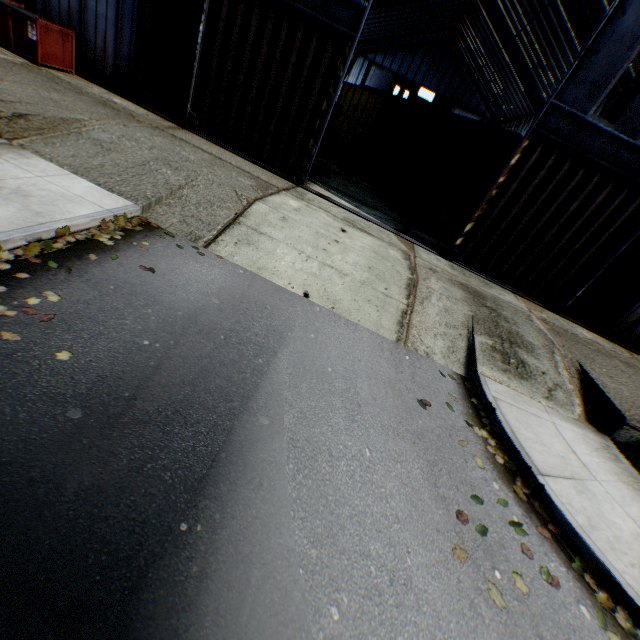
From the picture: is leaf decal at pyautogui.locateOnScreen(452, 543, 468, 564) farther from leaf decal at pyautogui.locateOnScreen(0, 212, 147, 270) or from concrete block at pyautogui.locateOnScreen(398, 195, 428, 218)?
concrete block at pyautogui.locateOnScreen(398, 195, 428, 218)

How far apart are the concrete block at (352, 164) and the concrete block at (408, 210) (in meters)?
4.93

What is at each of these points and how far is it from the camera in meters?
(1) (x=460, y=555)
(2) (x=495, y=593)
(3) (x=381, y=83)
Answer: (1) leaf decal, 3.4 m
(2) leaf decal, 3.2 m
(3) hanging door, 47.4 m

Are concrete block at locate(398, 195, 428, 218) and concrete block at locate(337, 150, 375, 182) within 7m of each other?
yes

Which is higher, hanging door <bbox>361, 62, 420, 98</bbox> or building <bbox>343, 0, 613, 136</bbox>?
building <bbox>343, 0, 613, 136</bbox>

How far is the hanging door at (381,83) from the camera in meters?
46.7 m

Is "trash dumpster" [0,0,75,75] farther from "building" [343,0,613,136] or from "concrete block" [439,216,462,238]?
"concrete block" [439,216,462,238]

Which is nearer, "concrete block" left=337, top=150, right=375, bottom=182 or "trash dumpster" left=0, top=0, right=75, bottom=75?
"trash dumpster" left=0, top=0, right=75, bottom=75
